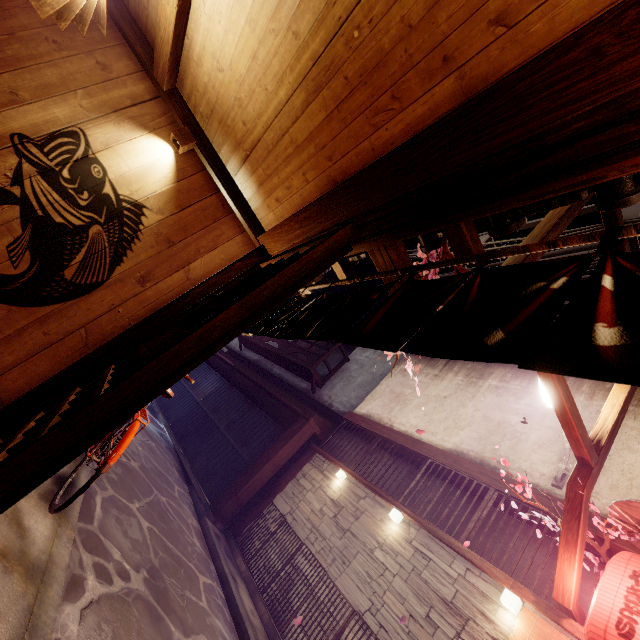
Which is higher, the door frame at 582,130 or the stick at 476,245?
the stick at 476,245

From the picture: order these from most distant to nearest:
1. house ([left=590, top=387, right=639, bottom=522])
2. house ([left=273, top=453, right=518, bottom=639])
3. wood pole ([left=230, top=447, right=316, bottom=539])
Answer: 1. wood pole ([left=230, top=447, right=316, bottom=539])
2. house ([left=590, top=387, right=639, bottom=522])
3. house ([left=273, top=453, right=518, bottom=639])

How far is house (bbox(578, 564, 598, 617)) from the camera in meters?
7.1 m

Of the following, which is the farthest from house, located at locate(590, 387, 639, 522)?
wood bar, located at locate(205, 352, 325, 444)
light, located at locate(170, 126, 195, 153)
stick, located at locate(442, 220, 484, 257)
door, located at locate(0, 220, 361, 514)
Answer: light, located at locate(170, 126, 195, 153)

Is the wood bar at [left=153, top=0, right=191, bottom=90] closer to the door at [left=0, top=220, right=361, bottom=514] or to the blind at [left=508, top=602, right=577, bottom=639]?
the door at [left=0, top=220, right=361, bottom=514]

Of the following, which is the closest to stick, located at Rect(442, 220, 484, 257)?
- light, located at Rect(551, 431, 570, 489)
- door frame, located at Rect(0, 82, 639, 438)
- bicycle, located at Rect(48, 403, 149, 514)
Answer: door frame, located at Rect(0, 82, 639, 438)

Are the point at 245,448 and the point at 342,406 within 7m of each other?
yes

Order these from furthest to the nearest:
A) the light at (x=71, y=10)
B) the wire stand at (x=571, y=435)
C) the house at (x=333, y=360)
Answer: the house at (x=333, y=360), the wire stand at (x=571, y=435), the light at (x=71, y=10)
